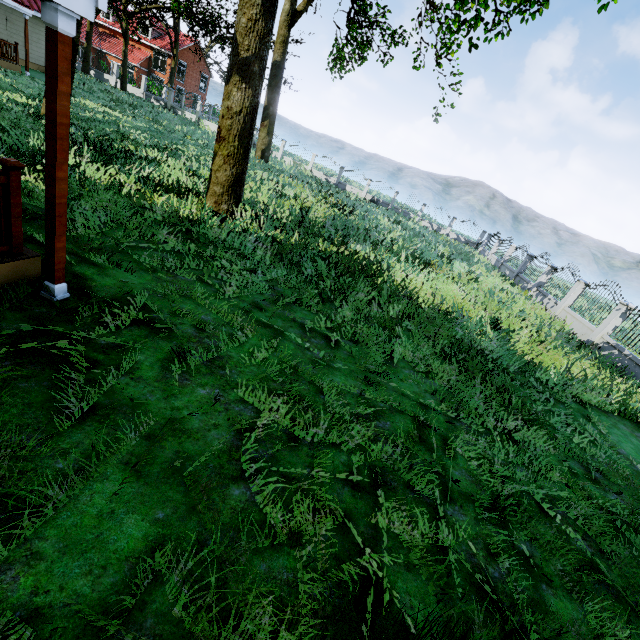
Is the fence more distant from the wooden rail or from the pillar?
the pillar

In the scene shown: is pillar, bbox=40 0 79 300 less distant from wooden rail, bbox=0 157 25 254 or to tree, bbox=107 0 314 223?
wooden rail, bbox=0 157 25 254

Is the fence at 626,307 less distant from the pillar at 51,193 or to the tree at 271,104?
the tree at 271,104

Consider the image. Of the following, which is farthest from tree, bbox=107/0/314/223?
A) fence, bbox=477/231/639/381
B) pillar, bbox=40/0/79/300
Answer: pillar, bbox=40/0/79/300

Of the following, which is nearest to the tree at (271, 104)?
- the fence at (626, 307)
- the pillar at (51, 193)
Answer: the fence at (626, 307)

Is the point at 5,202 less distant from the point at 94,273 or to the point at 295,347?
the point at 94,273

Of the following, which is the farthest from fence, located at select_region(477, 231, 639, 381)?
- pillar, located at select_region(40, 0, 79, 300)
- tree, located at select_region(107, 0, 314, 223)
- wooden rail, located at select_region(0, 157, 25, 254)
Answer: pillar, located at select_region(40, 0, 79, 300)
